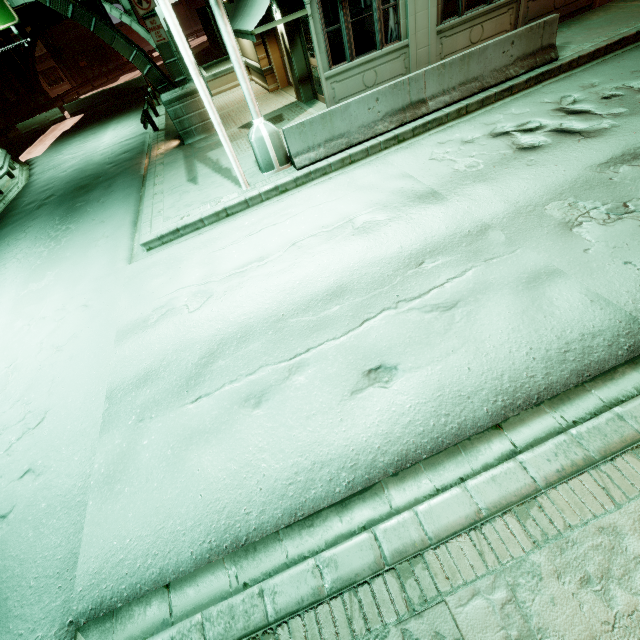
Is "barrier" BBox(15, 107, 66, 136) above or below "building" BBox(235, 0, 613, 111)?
below

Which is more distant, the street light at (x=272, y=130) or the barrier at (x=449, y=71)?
the barrier at (x=449, y=71)

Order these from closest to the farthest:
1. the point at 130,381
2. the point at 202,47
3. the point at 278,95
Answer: the point at 130,381, the point at 278,95, the point at 202,47

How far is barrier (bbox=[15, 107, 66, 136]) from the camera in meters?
29.4

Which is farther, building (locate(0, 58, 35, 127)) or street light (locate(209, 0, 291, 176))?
building (locate(0, 58, 35, 127))

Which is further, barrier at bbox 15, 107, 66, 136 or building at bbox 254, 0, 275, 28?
barrier at bbox 15, 107, 66, 136

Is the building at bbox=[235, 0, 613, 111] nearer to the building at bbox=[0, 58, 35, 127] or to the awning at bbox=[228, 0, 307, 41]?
the awning at bbox=[228, 0, 307, 41]

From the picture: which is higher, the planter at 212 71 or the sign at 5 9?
the sign at 5 9
